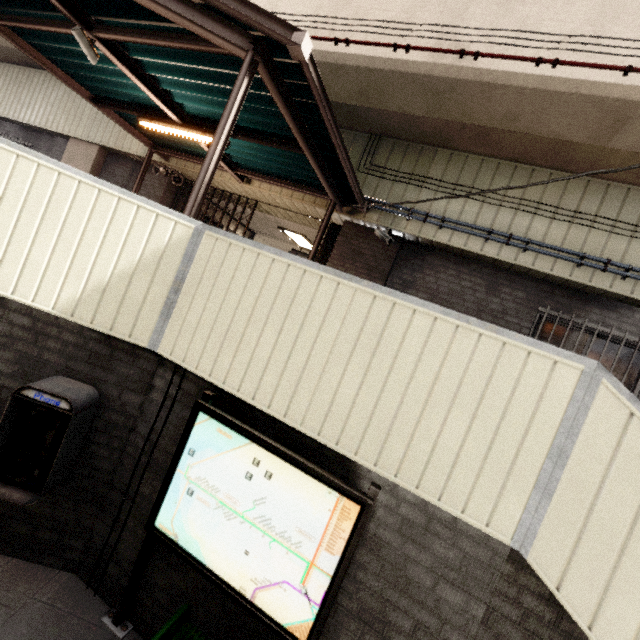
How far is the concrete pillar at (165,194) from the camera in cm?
890

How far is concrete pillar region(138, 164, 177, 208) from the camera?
8.90m

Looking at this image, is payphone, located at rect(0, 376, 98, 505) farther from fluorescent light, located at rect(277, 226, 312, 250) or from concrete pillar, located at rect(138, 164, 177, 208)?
fluorescent light, located at rect(277, 226, 312, 250)

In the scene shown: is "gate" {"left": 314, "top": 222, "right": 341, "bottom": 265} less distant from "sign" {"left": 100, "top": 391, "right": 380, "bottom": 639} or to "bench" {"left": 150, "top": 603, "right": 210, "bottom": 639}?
"sign" {"left": 100, "top": 391, "right": 380, "bottom": 639}

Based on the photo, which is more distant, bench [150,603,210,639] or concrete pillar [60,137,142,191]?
concrete pillar [60,137,142,191]

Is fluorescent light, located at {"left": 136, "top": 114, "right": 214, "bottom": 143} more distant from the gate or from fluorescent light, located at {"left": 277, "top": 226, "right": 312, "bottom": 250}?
fluorescent light, located at {"left": 277, "top": 226, "right": 312, "bottom": 250}

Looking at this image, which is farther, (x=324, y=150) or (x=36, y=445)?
(x=324, y=150)

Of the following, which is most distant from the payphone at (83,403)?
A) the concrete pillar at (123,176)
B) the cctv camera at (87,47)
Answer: the concrete pillar at (123,176)
